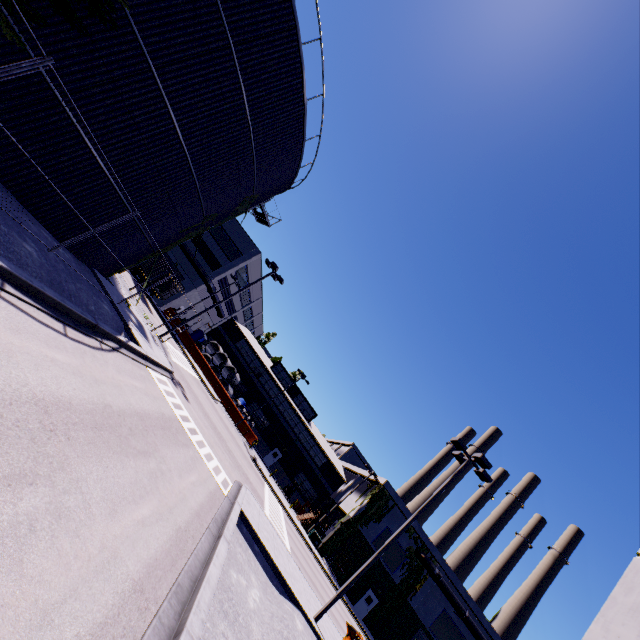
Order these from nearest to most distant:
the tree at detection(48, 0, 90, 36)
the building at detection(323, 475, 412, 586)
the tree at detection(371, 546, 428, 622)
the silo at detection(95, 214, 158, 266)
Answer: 1. the tree at detection(48, 0, 90, 36)
2. the silo at detection(95, 214, 158, 266)
3. the tree at detection(371, 546, 428, 622)
4. the building at detection(323, 475, 412, 586)

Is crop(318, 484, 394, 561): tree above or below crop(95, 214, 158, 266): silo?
above

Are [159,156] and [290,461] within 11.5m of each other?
no

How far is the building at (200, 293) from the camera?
40.7 meters

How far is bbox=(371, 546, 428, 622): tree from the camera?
34.1m

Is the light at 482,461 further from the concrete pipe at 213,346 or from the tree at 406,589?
the concrete pipe at 213,346

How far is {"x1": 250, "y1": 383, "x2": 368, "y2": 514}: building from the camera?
44.94m

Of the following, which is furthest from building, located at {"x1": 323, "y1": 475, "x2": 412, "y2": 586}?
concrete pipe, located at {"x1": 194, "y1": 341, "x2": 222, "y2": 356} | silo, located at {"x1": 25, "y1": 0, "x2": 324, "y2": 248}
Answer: concrete pipe, located at {"x1": 194, "y1": 341, "x2": 222, "y2": 356}
